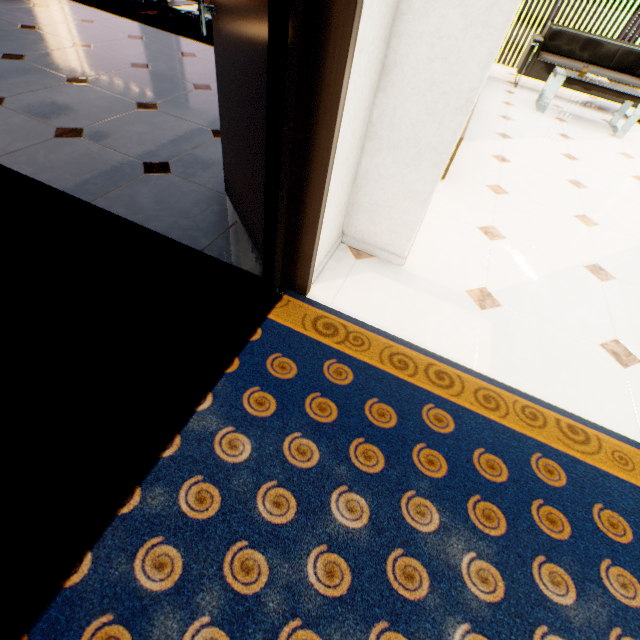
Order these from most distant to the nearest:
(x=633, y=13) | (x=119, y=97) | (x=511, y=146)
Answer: (x=633, y=13) < (x=511, y=146) < (x=119, y=97)

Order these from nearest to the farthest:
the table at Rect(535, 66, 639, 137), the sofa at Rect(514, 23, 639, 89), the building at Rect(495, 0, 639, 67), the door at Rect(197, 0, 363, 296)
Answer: the door at Rect(197, 0, 363, 296) → the table at Rect(535, 66, 639, 137) → the sofa at Rect(514, 23, 639, 89) → the building at Rect(495, 0, 639, 67)

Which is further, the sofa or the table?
the sofa

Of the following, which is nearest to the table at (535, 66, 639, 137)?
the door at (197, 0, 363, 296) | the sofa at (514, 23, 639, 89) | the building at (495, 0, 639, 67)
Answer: the sofa at (514, 23, 639, 89)

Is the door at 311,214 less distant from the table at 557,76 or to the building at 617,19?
the table at 557,76

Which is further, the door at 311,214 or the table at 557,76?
the table at 557,76

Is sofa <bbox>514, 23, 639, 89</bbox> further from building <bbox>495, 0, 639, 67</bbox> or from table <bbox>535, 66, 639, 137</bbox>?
building <bbox>495, 0, 639, 67</bbox>
